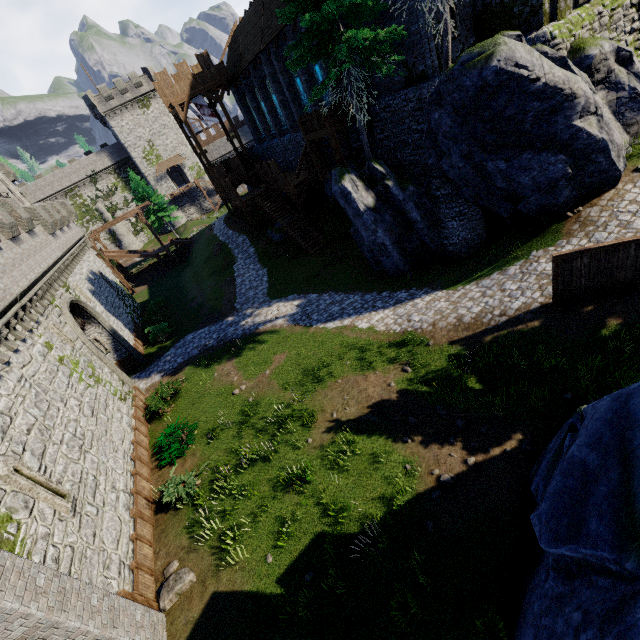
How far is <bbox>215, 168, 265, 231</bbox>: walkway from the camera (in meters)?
29.34

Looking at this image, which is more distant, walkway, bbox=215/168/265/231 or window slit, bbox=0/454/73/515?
walkway, bbox=215/168/265/231

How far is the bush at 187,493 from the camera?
11.88m

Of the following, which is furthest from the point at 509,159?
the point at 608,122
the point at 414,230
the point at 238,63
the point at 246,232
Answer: the point at 238,63

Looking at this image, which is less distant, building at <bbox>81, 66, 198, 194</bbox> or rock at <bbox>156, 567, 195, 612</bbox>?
rock at <bbox>156, 567, 195, 612</bbox>

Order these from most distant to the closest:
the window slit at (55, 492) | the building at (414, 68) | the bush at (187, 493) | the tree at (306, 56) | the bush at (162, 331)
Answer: the bush at (162, 331)
the building at (414, 68)
the tree at (306, 56)
the bush at (187, 493)
the window slit at (55, 492)

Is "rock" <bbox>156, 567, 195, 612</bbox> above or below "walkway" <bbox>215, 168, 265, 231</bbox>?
below

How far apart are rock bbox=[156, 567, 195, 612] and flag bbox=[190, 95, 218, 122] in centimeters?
3343cm
